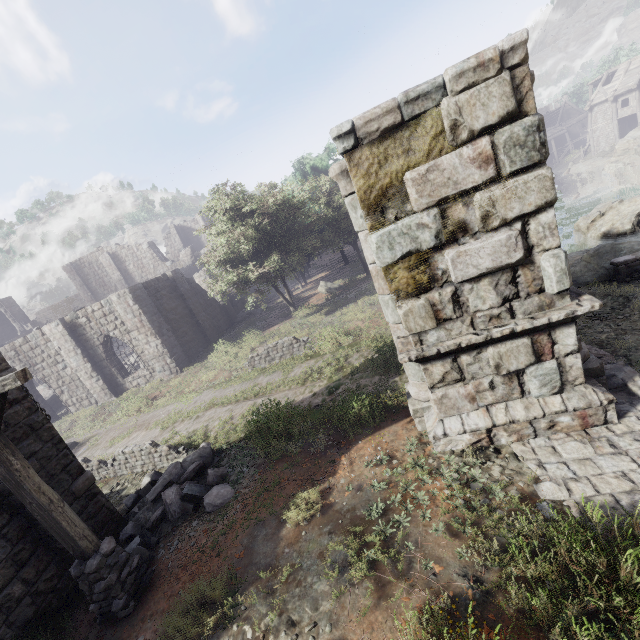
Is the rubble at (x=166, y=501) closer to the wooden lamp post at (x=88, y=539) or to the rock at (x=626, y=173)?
the wooden lamp post at (x=88, y=539)

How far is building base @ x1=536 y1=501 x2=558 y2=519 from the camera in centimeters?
432cm

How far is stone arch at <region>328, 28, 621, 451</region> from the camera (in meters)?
4.24

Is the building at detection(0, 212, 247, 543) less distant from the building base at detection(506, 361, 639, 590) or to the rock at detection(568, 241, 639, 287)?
the building base at detection(506, 361, 639, 590)

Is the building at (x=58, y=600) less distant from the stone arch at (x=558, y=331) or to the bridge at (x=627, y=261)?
the stone arch at (x=558, y=331)

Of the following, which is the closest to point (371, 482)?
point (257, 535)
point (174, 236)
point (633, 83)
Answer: point (257, 535)

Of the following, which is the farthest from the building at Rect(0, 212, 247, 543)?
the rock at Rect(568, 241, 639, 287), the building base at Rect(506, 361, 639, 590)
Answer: the rock at Rect(568, 241, 639, 287)

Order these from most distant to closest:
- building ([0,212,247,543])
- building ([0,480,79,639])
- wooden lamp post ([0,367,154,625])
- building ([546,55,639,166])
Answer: building ([546,55,639,166])
building ([0,212,247,543])
building ([0,480,79,639])
wooden lamp post ([0,367,154,625])
